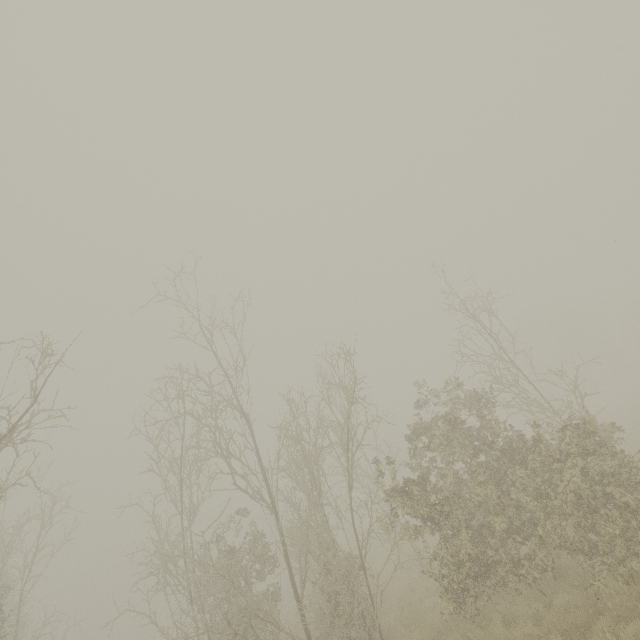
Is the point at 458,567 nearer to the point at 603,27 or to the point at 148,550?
the point at 148,550
